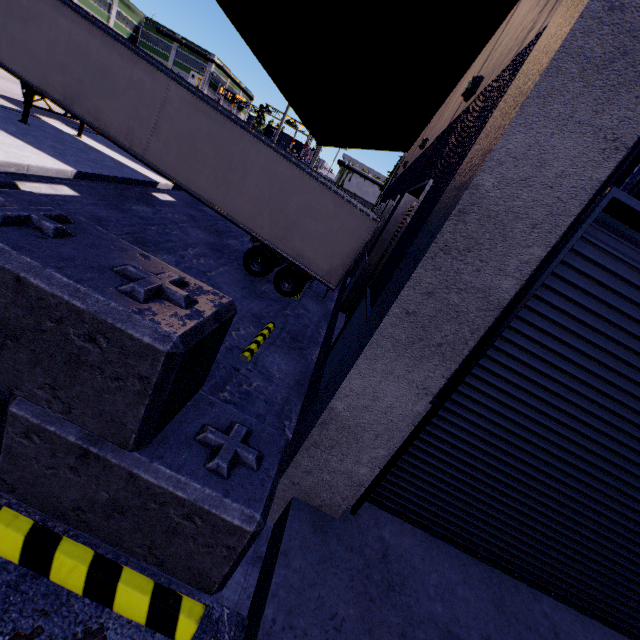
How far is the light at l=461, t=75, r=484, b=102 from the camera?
5.5m

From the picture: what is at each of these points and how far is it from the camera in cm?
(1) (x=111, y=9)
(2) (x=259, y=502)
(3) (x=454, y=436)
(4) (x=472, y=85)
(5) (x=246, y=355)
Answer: (1) building, 5844
(2) concrete block, 237
(3) roll-up door, 313
(4) light, 552
(5) curb, 683

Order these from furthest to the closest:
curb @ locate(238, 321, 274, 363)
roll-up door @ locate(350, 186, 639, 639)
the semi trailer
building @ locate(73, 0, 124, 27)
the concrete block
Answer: building @ locate(73, 0, 124, 27), the semi trailer, curb @ locate(238, 321, 274, 363), roll-up door @ locate(350, 186, 639, 639), the concrete block

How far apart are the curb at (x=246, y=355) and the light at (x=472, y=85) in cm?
633

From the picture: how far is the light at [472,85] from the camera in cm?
548

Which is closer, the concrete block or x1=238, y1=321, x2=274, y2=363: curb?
the concrete block

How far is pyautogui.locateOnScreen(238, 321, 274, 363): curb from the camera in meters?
6.8 m

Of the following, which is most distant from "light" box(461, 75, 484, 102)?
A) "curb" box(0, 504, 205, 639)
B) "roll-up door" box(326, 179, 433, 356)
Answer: "curb" box(0, 504, 205, 639)
